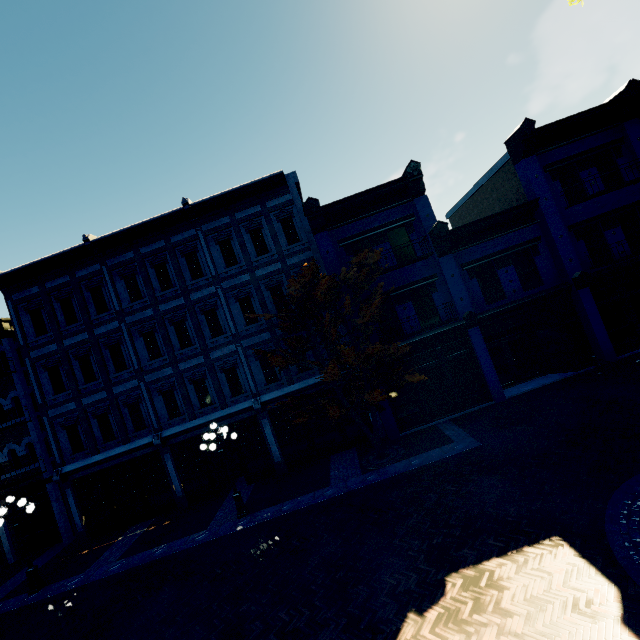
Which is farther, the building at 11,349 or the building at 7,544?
the building at 7,544

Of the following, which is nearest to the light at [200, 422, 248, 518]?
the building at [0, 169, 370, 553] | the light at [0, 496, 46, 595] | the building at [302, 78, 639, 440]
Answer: the building at [0, 169, 370, 553]

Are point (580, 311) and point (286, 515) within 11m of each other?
no

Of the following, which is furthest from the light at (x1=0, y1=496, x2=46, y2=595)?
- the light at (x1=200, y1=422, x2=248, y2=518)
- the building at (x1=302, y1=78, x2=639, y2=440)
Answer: the building at (x1=302, y1=78, x2=639, y2=440)

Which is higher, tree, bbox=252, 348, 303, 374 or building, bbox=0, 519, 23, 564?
tree, bbox=252, 348, 303, 374

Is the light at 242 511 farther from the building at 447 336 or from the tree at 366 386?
the building at 447 336

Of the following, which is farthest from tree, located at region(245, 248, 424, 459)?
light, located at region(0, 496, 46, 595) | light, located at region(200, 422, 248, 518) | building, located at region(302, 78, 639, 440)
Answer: light, located at region(0, 496, 46, 595)

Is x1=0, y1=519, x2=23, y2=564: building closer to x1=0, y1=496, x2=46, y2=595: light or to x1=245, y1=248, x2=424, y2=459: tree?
x1=245, y1=248, x2=424, y2=459: tree
